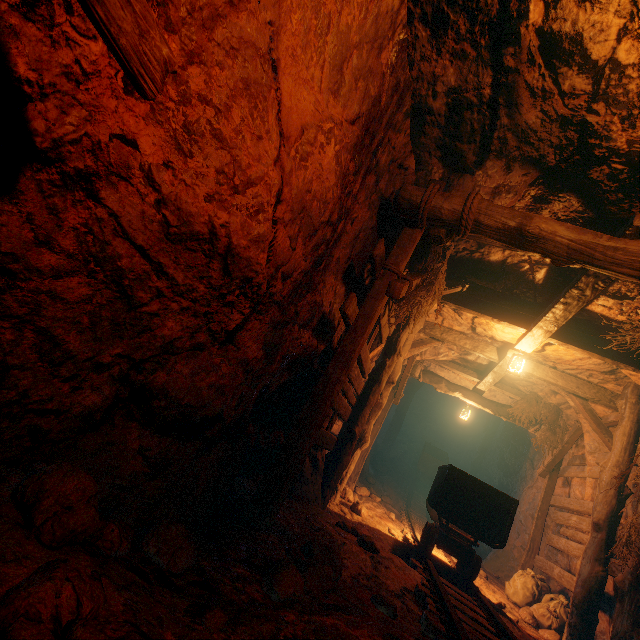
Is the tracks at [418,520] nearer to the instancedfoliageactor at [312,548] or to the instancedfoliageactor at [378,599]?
the instancedfoliageactor at [378,599]

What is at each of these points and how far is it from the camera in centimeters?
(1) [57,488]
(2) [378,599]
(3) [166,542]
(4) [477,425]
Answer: (1) instancedfoliageactor, 137cm
(2) instancedfoliageactor, 287cm
(3) instancedfoliageactor, 184cm
(4) cave, 1823cm

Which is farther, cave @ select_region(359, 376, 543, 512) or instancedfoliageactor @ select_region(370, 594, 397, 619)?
cave @ select_region(359, 376, 543, 512)

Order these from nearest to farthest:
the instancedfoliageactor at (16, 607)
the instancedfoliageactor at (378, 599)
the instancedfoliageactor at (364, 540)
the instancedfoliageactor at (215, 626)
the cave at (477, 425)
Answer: the instancedfoliageactor at (16, 607)
the instancedfoliageactor at (215, 626)
the instancedfoliageactor at (378, 599)
the instancedfoliageactor at (364, 540)
the cave at (477, 425)

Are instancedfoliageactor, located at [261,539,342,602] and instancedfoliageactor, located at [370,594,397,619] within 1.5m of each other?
yes

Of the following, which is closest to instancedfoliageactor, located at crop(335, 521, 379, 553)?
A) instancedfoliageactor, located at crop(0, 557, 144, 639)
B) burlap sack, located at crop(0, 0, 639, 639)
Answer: burlap sack, located at crop(0, 0, 639, 639)

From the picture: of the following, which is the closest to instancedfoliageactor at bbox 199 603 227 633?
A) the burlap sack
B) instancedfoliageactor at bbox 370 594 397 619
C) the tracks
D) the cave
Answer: the burlap sack

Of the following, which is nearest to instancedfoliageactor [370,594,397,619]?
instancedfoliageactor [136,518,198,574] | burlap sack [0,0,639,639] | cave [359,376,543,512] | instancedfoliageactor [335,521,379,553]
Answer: burlap sack [0,0,639,639]
